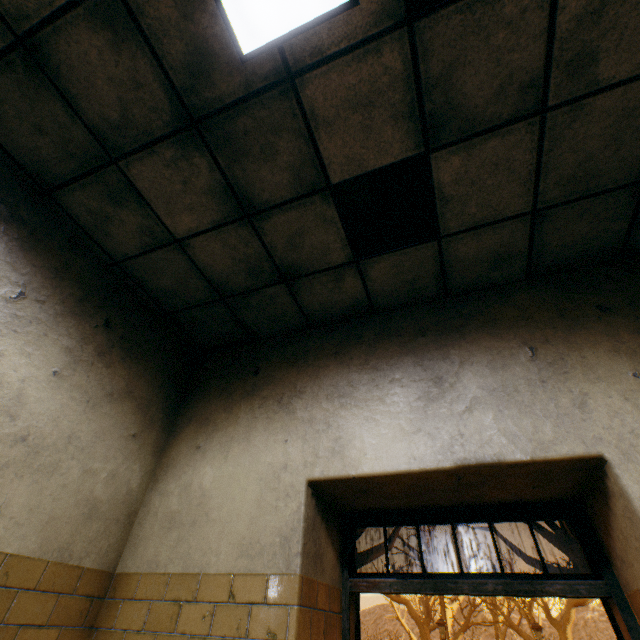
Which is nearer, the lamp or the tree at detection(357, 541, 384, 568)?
the lamp

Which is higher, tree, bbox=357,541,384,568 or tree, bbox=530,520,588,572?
tree, bbox=530,520,588,572

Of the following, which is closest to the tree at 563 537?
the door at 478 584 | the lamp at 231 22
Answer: the lamp at 231 22

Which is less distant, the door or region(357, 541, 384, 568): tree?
the door

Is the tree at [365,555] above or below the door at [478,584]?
above

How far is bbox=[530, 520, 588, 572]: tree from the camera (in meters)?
12.45

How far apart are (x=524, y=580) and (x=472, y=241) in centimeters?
240cm

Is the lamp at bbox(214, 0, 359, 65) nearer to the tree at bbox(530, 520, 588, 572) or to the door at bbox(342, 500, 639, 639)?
the door at bbox(342, 500, 639, 639)
